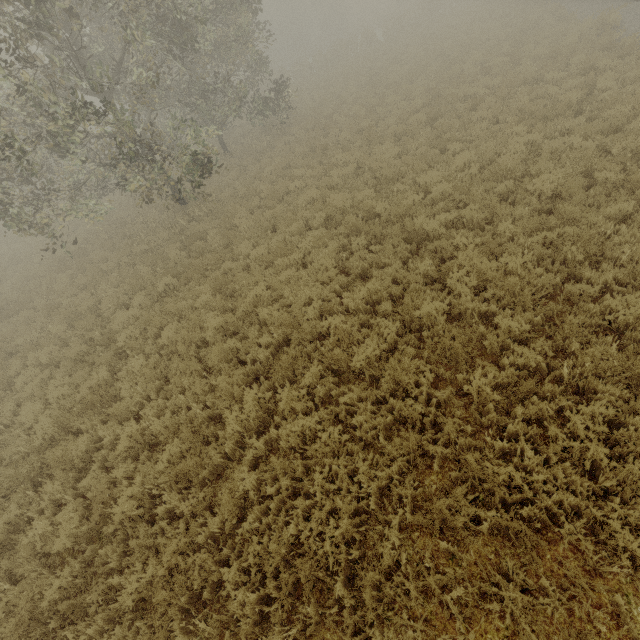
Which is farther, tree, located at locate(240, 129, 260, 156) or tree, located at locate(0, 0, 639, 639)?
tree, located at locate(240, 129, 260, 156)

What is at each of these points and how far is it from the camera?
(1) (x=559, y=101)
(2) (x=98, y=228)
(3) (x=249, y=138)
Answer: (1) tree, 11.16m
(2) tree, 17.23m
(3) tree, 21.12m

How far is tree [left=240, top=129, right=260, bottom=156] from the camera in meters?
18.8 m

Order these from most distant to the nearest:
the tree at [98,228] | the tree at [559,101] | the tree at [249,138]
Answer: the tree at [249,138], the tree at [559,101], the tree at [98,228]

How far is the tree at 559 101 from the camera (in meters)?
10.15

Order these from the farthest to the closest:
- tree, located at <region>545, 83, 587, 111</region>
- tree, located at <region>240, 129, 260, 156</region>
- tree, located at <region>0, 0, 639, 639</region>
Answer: tree, located at <region>240, 129, 260, 156</region>, tree, located at <region>545, 83, 587, 111</region>, tree, located at <region>0, 0, 639, 639</region>

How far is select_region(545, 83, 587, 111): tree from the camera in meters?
10.1 m
